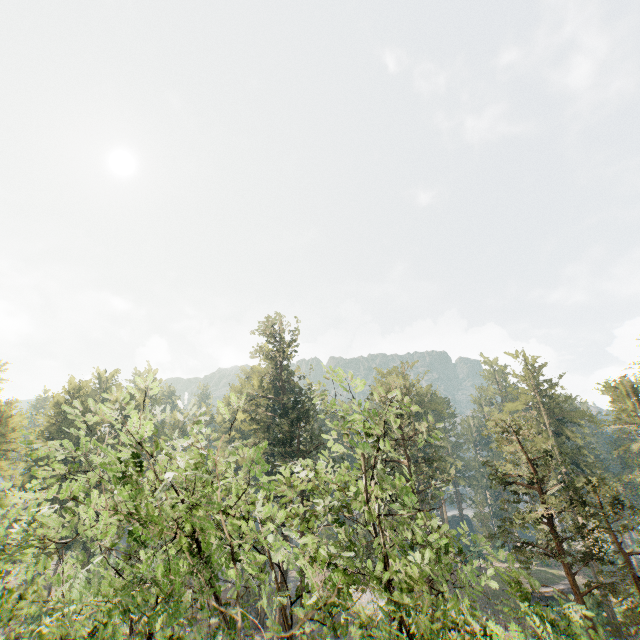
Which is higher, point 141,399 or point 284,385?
point 141,399
